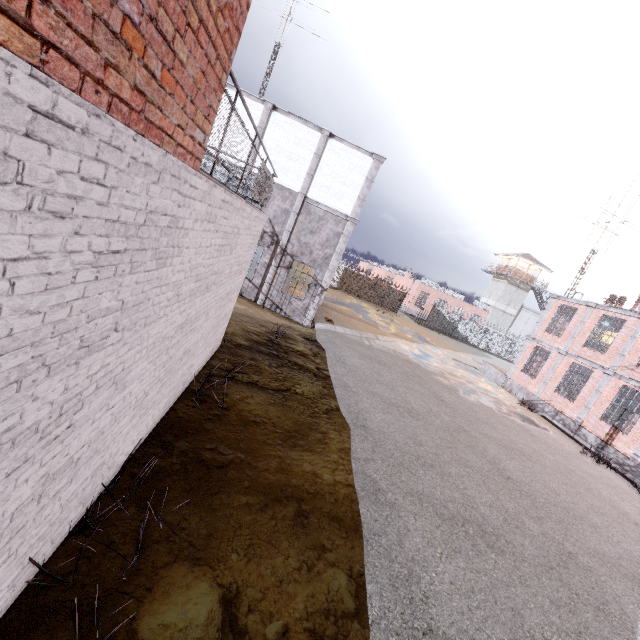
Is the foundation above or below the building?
below

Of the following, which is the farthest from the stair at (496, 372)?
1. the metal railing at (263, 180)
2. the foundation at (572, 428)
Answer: the metal railing at (263, 180)

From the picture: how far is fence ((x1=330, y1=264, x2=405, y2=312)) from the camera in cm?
3922

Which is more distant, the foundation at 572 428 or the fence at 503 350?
the fence at 503 350

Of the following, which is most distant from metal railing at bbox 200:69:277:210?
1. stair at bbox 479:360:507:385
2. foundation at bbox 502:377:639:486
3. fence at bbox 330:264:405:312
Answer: stair at bbox 479:360:507:385

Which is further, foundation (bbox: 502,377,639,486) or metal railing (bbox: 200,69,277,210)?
foundation (bbox: 502,377,639,486)

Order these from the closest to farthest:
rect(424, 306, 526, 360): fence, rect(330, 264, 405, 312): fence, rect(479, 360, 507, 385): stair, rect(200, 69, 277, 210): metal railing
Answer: rect(200, 69, 277, 210): metal railing
rect(479, 360, 507, 385): stair
rect(330, 264, 405, 312): fence
rect(424, 306, 526, 360): fence

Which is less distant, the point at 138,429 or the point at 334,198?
the point at 138,429
